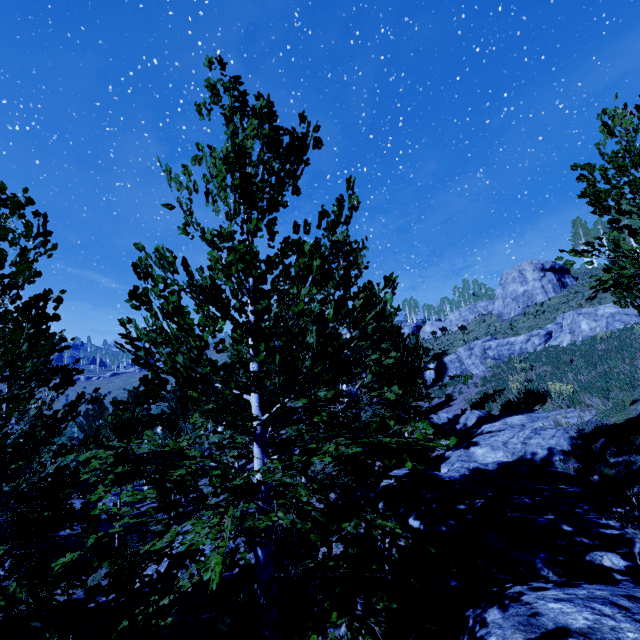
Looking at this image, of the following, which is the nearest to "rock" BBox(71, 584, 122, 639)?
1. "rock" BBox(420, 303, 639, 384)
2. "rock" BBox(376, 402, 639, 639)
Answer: "rock" BBox(376, 402, 639, 639)

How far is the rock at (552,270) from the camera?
35.9m

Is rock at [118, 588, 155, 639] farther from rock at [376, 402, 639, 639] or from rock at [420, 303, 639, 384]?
rock at [420, 303, 639, 384]

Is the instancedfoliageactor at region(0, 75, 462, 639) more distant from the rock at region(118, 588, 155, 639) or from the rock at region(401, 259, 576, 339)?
the rock at region(401, 259, 576, 339)

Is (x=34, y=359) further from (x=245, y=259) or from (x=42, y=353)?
(x=245, y=259)

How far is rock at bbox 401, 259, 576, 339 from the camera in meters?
35.9 m

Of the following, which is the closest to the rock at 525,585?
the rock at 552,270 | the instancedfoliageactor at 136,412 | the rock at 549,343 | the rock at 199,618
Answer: the instancedfoliageactor at 136,412

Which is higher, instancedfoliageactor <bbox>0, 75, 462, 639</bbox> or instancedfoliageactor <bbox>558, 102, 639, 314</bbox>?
instancedfoliageactor <bbox>558, 102, 639, 314</bbox>
